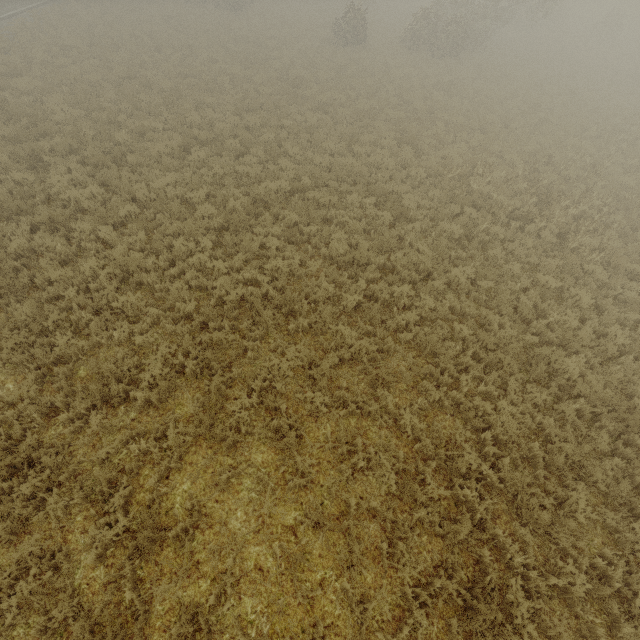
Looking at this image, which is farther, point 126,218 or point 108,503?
point 126,218
